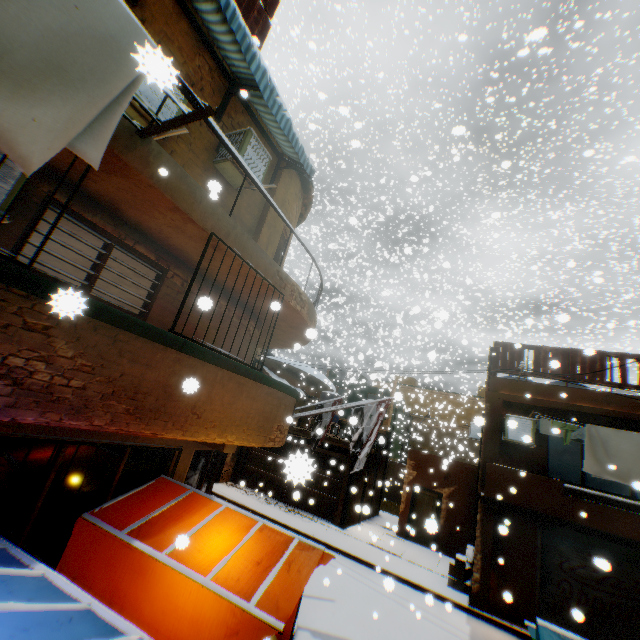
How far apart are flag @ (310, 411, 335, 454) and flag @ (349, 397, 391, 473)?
0.6m

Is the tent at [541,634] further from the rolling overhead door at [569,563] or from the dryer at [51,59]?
the dryer at [51,59]

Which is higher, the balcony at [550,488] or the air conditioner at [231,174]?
the air conditioner at [231,174]

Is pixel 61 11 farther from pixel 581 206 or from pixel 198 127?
pixel 581 206

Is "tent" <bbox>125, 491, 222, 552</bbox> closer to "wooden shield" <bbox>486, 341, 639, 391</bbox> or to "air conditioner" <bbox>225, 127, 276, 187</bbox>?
"wooden shield" <bbox>486, 341, 639, 391</bbox>

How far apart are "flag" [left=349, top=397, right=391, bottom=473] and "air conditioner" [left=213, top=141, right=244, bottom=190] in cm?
489

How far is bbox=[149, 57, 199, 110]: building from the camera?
1.1 meters
